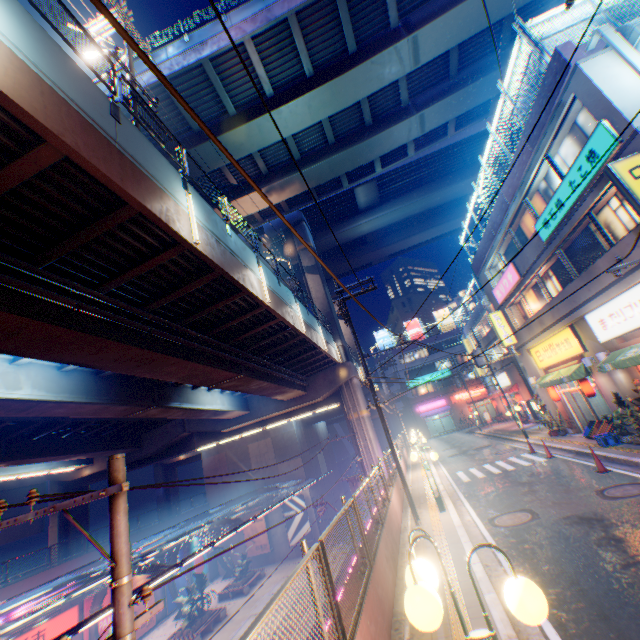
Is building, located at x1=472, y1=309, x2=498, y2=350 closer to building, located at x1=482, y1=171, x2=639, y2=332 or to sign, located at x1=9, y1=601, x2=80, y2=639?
building, located at x1=482, y1=171, x2=639, y2=332

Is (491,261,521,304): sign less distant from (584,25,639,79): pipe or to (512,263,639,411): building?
(512,263,639,411): building

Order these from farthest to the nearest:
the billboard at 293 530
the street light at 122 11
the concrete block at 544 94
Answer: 1. the billboard at 293 530
2. the street light at 122 11
3. the concrete block at 544 94

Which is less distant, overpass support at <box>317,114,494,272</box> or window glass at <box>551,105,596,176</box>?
window glass at <box>551,105,596,176</box>

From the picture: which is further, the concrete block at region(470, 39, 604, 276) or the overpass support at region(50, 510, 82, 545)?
the overpass support at region(50, 510, 82, 545)

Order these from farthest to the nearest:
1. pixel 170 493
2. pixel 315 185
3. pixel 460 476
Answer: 1. pixel 170 493
2. pixel 315 185
3. pixel 460 476

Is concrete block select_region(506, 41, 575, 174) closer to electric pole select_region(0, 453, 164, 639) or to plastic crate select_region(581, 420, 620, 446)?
plastic crate select_region(581, 420, 620, 446)

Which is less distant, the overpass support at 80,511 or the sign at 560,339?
the sign at 560,339
